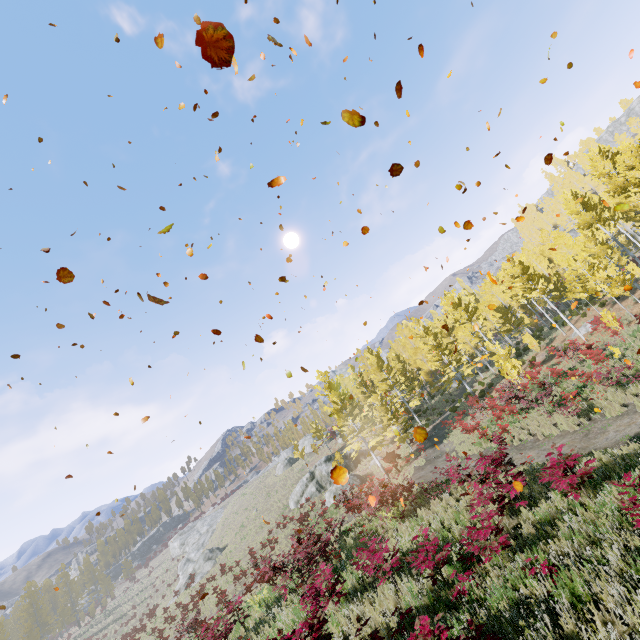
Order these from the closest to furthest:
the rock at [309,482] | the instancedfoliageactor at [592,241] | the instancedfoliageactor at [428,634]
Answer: the instancedfoliageactor at [428,634] → the instancedfoliageactor at [592,241] → the rock at [309,482]

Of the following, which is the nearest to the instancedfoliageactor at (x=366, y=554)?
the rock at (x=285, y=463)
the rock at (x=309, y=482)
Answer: the rock at (x=309, y=482)

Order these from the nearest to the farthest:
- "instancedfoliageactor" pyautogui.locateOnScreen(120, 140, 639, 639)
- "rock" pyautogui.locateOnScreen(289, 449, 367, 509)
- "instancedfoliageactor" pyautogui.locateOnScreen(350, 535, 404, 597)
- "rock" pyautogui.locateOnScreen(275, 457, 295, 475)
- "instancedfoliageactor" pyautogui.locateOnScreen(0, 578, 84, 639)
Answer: "instancedfoliageactor" pyautogui.locateOnScreen(120, 140, 639, 639)
"instancedfoliageactor" pyautogui.locateOnScreen(350, 535, 404, 597)
"rock" pyautogui.locateOnScreen(289, 449, 367, 509)
"instancedfoliageactor" pyautogui.locateOnScreen(0, 578, 84, 639)
"rock" pyautogui.locateOnScreen(275, 457, 295, 475)

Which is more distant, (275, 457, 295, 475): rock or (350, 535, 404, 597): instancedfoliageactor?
(275, 457, 295, 475): rock

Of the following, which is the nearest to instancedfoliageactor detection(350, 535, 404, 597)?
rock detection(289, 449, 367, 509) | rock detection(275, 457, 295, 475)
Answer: rock detection(289, 449, 367, 509)

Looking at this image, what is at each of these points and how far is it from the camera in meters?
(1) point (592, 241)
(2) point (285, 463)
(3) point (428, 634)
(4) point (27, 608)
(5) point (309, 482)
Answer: (1) instancedfoliageactor, 25.6
(2) rock, 54.1
(3) instancedfoliageactor, 4.3
(4) instancedfoliageactor, 52.0
(5) rock, 35.9

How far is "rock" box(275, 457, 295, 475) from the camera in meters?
53.6
